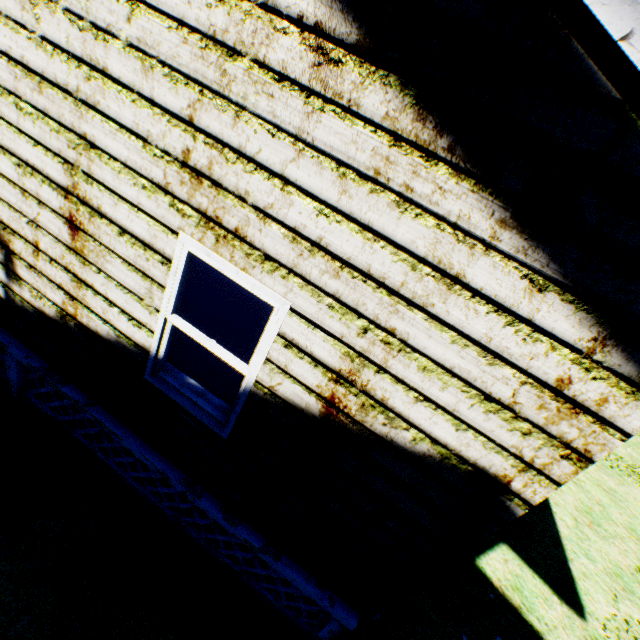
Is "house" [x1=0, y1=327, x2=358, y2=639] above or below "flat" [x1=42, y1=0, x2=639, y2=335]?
below

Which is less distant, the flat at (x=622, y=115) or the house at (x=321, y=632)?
the flat at (x=622, y=115)

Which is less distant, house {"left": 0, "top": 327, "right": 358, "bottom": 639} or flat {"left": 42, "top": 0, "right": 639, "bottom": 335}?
flat {"left": 42, "top": 0, "right": 639, "bottom": 335}

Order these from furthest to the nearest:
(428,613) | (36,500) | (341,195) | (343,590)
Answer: (428,613), (36,500), (343,590), (341,195)

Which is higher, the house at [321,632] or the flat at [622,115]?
the flat at [622,115]
